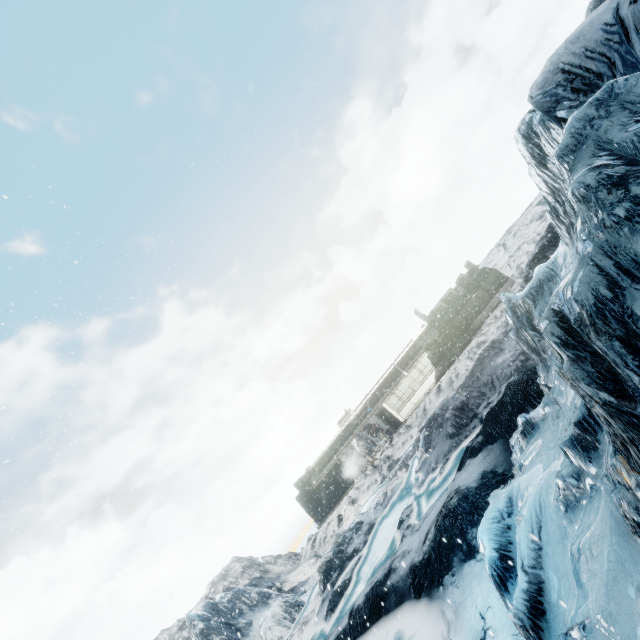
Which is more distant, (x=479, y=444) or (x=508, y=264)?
(x=508, y=264)
